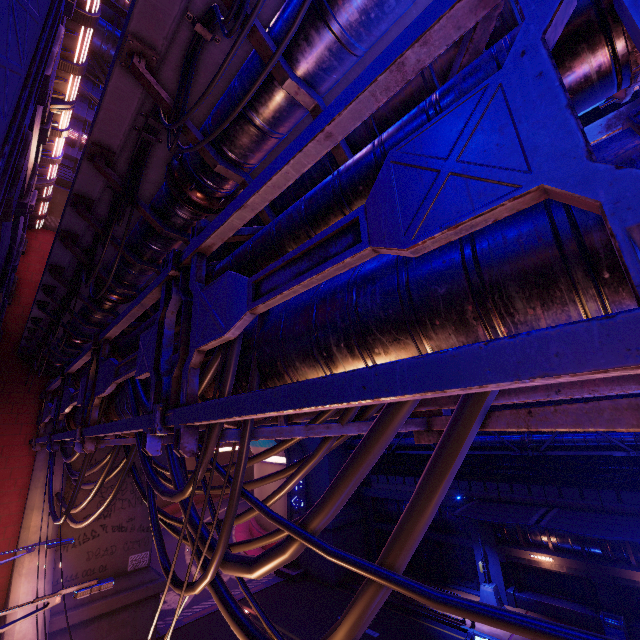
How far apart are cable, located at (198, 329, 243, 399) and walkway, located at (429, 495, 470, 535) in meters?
21.1 m

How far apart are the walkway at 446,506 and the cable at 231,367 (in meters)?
21.12

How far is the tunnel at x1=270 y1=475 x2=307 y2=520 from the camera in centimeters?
2703cm

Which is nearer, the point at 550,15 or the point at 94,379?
the point at 550,15

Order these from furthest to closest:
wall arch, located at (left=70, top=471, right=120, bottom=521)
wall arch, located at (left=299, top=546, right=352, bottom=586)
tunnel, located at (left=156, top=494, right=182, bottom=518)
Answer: tunnel, located at (left=156, top=494, right=182, bottom=518), wall arch, located at (left=299, top=546, right=352, bottom=586), wall arch, located at (left=70, top=471, right=120, bottom=521)

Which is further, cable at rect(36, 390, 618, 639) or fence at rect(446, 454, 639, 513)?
fence at rect(446, 454, 639, 513)
